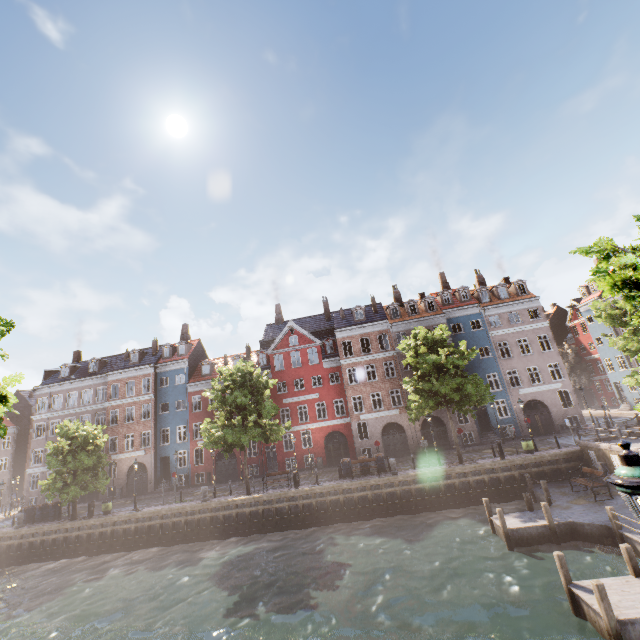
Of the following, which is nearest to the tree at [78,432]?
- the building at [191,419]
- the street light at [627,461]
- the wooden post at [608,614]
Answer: the street light at [627,461]

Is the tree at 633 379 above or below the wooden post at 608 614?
above

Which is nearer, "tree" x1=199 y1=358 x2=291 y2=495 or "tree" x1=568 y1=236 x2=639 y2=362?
"tree" x1=568 y1=236 x2=639 y2=362

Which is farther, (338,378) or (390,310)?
(338,378)

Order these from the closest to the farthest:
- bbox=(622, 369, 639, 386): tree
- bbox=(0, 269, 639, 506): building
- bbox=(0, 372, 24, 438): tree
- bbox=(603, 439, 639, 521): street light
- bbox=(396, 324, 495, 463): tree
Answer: bbox=(603, 439, 639, 521): street light
bbox=(0, 372, 24, 438): tree
bbox=(622, 369, 639, 386): tree
bbox=(396, 324, 495, 463): tree
bbox=(0, 269, 639, 506): building

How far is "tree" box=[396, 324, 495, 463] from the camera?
23.1 meters
